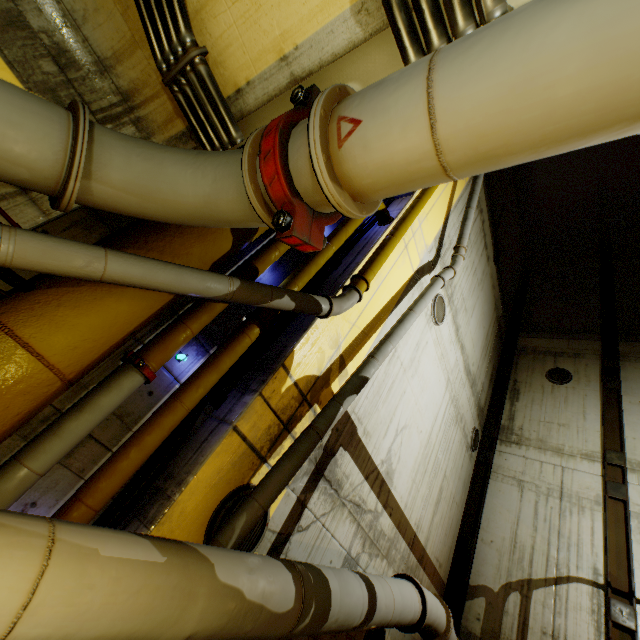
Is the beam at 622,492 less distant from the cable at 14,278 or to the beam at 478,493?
the beam at 478,493

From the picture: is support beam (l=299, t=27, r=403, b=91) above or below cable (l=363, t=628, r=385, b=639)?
above

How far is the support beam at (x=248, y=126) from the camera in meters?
2.1

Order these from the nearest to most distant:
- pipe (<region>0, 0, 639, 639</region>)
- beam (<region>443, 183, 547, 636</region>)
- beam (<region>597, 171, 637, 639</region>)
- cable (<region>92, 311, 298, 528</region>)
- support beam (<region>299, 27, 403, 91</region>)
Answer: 1. pipe (<region>0, 0, 639, 639</region>)
2. support beam (<region>299, 27, 403, 91</region>)
3. cable (<region>92, 311, 298, 528</region>)
4. beam (<region>597, 171, 637, 639</region>)
5. beam (<region>443, 183, 547, 636</region>)

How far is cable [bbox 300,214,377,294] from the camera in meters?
5.0 m

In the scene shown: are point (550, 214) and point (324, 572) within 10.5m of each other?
no

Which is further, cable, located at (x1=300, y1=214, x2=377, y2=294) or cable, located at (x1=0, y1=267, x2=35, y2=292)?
cable, located at (x1=300, y1=214, x2=377, y2=294)

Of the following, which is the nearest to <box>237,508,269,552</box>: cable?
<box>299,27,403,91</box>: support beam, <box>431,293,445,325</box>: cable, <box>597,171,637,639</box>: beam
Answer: <box>299,27,403,91</box>: support beam
